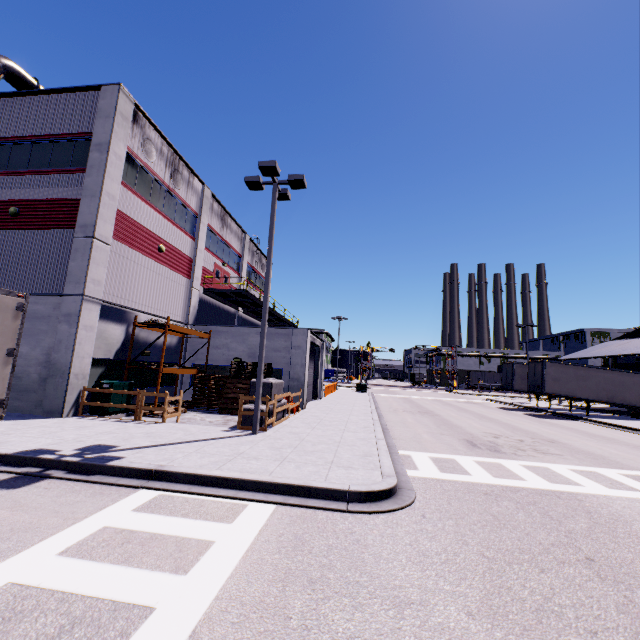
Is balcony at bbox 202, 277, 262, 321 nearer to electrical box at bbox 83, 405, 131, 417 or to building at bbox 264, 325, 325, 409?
building at bbox 264, 325, 325, 409

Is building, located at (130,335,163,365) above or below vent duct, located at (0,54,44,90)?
below

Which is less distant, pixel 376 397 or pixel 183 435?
pixel 183 435

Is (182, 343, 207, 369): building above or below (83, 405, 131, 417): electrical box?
above

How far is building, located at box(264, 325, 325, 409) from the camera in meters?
19.5

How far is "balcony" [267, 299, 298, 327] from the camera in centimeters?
2964cm

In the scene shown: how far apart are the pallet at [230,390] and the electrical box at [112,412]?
3.57m

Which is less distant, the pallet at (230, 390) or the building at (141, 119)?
the building at (141, 119)
